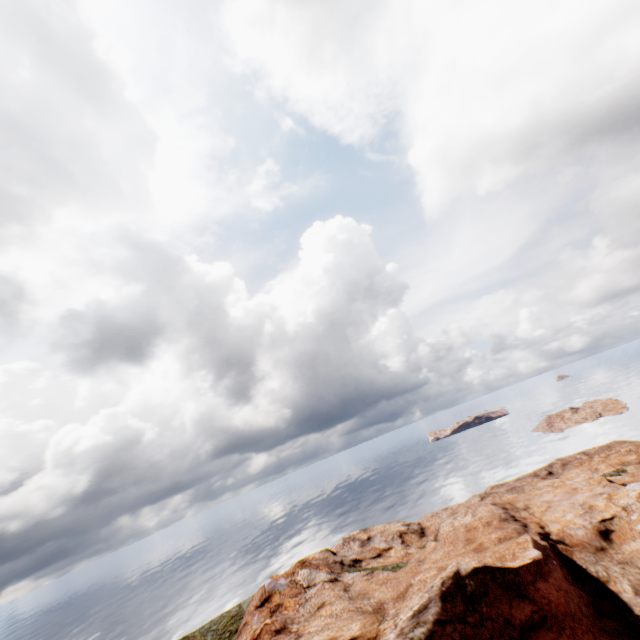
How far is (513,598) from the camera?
15.9m
